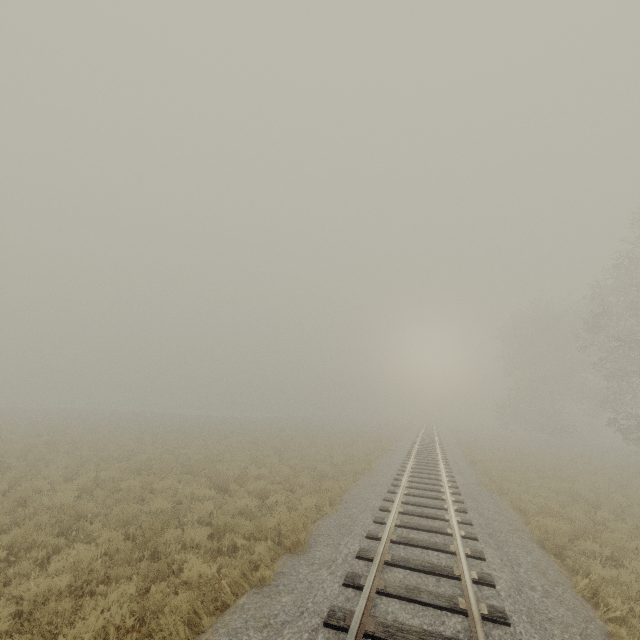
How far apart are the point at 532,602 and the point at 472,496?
6.84m
